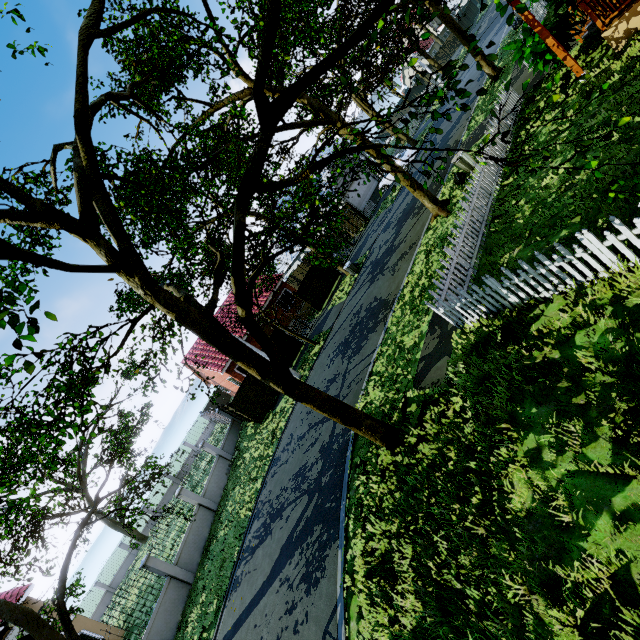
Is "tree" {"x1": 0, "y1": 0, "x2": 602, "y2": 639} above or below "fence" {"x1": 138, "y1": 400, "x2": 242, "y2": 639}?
above

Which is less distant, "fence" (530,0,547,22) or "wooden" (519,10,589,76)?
"wooden" (519,10,589,76)

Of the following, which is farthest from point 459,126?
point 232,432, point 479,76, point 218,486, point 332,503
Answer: point 218,486

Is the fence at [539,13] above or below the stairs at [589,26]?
above

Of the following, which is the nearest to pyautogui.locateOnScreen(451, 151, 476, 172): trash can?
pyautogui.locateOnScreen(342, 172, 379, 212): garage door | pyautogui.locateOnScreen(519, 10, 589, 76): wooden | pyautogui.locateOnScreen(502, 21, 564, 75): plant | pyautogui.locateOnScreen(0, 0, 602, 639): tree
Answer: pyautogui.locateOnScreen(0, 0, 602, 639): tree

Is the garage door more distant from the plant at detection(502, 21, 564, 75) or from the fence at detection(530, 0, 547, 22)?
the plant at detection(502, 21, 564, 75)

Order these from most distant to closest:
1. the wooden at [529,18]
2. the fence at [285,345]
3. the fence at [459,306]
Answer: the fence at [285,345] < the wooden at [529,18] < the fence at [459,306]

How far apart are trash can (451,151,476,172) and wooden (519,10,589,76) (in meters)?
4.11
